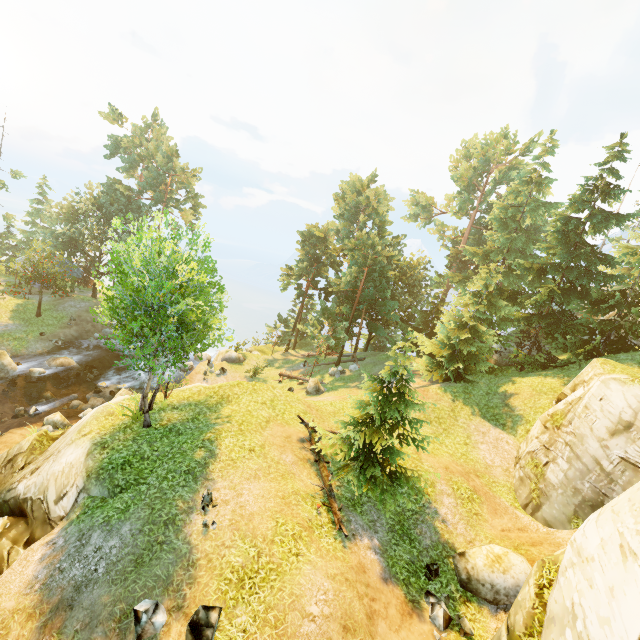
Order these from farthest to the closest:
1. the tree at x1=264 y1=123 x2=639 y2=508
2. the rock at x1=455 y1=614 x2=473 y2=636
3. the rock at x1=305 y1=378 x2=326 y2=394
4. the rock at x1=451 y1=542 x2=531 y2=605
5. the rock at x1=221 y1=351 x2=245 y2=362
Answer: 1. the rock at x1=221 y1=351 x2=245 y2=362
2. the rock at x1=305 y1=378 x2=326 y2=394
3. the tree at x1=264 y1=123 x2=639 y2=508
4. the rock at x1=451 y1=542 x2=531 y2=605
5. the rock at x1=455 y1=614 x2=473 y2=636

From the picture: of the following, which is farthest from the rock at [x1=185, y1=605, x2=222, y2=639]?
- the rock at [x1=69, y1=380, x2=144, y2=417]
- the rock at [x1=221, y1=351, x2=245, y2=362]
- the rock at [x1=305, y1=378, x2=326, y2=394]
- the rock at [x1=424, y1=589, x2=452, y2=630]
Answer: the rock at [x1=221, y1=351, x2=245, y2=362]

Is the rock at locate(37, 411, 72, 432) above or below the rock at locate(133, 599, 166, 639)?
below

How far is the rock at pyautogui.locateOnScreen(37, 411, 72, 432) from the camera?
20.1 meters

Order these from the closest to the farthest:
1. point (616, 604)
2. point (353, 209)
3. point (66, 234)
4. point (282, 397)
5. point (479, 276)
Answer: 1. point (616, 604)
2. point (282, 397)
3. point (479, 276)
4. point (66, 234)
5. point (353, 209)

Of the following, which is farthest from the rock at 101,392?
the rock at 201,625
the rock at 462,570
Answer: the rock at 462,570

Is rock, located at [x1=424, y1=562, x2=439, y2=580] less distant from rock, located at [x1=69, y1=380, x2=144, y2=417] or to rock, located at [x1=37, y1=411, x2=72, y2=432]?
rock, located at [x1=37, y1=411, x2=72, y2=432]

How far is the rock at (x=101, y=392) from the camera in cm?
2286
